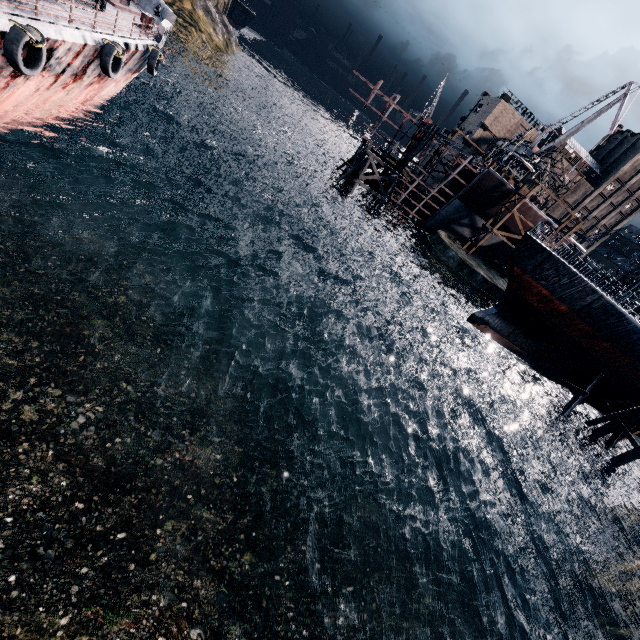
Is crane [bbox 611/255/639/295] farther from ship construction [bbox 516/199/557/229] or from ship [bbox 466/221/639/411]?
ship [bbox 466/221/639/411]

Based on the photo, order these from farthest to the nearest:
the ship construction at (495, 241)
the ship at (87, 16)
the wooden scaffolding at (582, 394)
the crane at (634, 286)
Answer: the ship construction at (495, 241) < the crane at (634, 286) < the wooden scaffolding at (582, 394) < the ship at (87, 16)

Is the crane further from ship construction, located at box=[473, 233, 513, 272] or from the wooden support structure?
the wooden support structure

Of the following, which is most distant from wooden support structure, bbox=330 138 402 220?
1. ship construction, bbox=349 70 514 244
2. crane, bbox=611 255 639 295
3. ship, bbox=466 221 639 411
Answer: crane, bbox=611 255 639 295

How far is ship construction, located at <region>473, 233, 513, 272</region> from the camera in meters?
47.0 m

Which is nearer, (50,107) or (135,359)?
(135,359)

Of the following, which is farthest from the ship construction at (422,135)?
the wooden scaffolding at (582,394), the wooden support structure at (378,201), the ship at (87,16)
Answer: the ship at (87,16)

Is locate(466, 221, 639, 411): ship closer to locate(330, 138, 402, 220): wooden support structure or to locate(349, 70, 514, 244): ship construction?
locate(349, 70, 514, 244): ship construction
